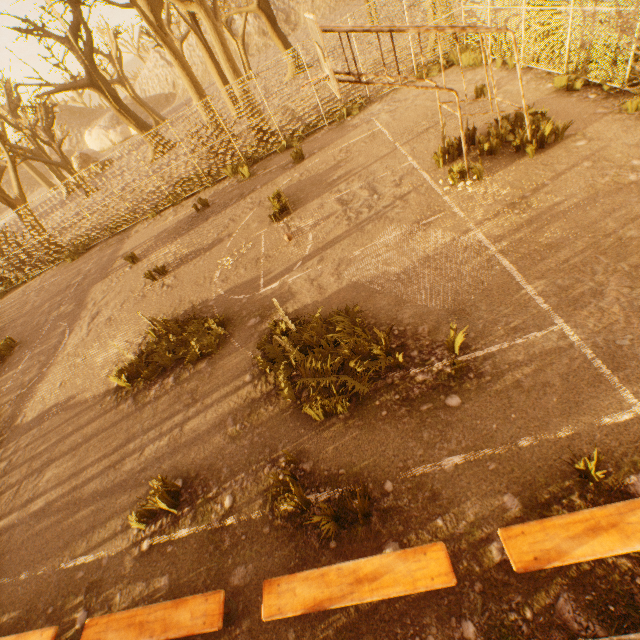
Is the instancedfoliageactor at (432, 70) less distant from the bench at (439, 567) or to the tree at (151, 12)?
the tree at (151, 12)

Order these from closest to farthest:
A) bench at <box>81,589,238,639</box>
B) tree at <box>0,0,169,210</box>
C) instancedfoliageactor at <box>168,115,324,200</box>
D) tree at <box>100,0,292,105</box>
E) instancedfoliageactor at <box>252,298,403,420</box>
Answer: bench at <box>81,589,238,639</box>, instancedfoliageactor at <box>252,298,403,420</box>, tree at <box>100,0,292,105</box>, instancedfoliageactor at <box>168,115,324,200</box>, tree at <box>0,0,169,210</box>

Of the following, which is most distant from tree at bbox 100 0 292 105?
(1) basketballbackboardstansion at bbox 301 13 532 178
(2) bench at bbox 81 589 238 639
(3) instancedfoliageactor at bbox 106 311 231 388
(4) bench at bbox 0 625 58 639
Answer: (3) instancedfoliageactor at bbox 106 311 231 388

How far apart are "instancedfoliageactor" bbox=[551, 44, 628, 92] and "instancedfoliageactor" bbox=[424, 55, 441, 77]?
5.3 meters

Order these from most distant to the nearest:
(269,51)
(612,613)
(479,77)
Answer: (269,51) → (479,77) → (612,613)

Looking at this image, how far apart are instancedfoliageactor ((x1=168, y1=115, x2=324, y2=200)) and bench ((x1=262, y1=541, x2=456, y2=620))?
14.79m

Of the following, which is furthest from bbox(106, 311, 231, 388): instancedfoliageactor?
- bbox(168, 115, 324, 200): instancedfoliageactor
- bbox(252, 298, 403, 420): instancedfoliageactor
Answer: bbox(168, 115, 324, 200): instancedfoliageactor

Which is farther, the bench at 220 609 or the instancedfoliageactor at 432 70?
the instancedfoliageactor at 432 70
